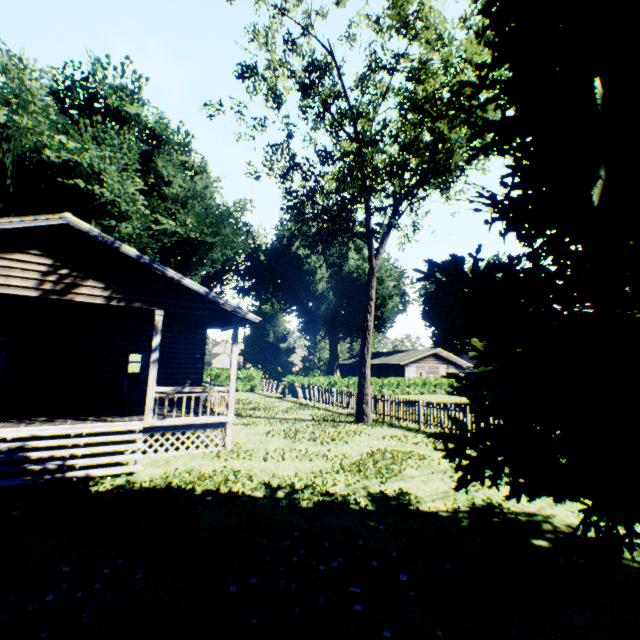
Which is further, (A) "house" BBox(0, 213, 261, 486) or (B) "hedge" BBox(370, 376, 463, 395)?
(B) "hedge" BBox(370, 376, 463, 395)

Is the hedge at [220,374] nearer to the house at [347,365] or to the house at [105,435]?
the house at [105,435]

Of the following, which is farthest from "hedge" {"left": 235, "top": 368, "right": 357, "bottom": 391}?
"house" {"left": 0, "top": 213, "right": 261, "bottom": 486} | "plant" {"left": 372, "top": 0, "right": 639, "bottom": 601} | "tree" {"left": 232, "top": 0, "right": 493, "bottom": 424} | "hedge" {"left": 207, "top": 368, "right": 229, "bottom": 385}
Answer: "house" {"left": 0, "top": 213, "right": 261, "bottom": 486}

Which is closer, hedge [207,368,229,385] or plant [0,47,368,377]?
plant [0,47,368,377]

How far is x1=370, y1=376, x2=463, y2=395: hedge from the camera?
33.8 meters

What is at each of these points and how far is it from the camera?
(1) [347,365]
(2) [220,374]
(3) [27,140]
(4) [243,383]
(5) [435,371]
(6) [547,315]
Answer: (1) house, 57.03m
(2) hedge, 32.00m
(3) plant, 17.67m
(4) hedge, 32.72m
(5) house, 43.50m
(6) plant, 4.23m

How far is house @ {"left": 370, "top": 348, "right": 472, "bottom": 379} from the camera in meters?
42.2 m

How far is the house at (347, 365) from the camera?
53.69m
